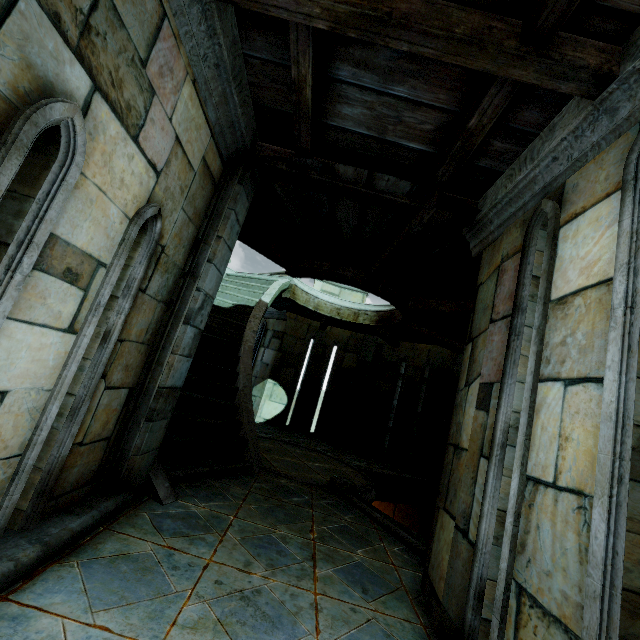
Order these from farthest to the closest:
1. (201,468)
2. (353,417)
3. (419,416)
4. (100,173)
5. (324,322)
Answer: (353,417) < (324,322) < (419,416) < (201,468) < (100,173)
